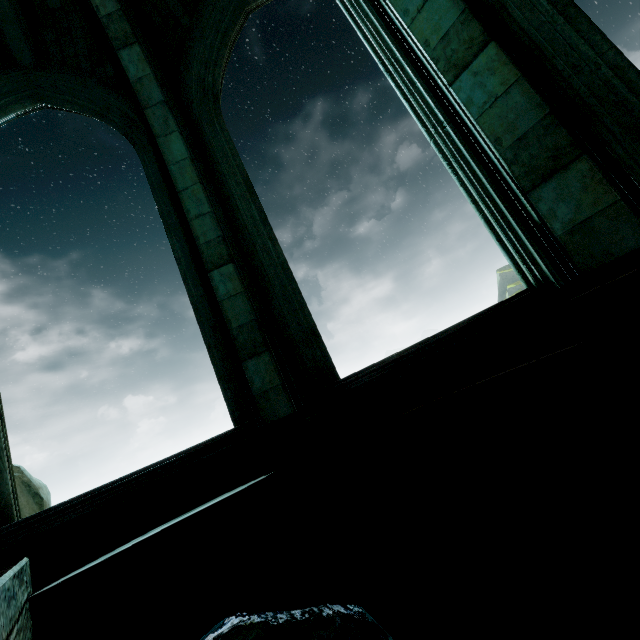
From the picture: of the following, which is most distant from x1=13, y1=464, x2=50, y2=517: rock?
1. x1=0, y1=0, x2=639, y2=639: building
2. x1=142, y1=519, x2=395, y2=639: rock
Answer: x1=142, y1=519, x2=395, y2=639: rock

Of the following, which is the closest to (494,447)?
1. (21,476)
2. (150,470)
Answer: (150,470)

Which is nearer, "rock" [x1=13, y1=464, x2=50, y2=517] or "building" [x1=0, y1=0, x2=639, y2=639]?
"building" [x1=0, y1=0, x2=639, y2=639]

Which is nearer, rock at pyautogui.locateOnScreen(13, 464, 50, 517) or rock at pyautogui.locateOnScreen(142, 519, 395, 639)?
rock at pyautogui.locateOnScreen(142, 519, 395, 639)

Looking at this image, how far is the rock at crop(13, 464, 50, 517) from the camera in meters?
7.0

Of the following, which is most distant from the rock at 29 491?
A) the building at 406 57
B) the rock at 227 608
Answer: the rock at 227 608

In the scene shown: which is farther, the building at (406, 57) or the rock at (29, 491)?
the rock at (29, 491)
